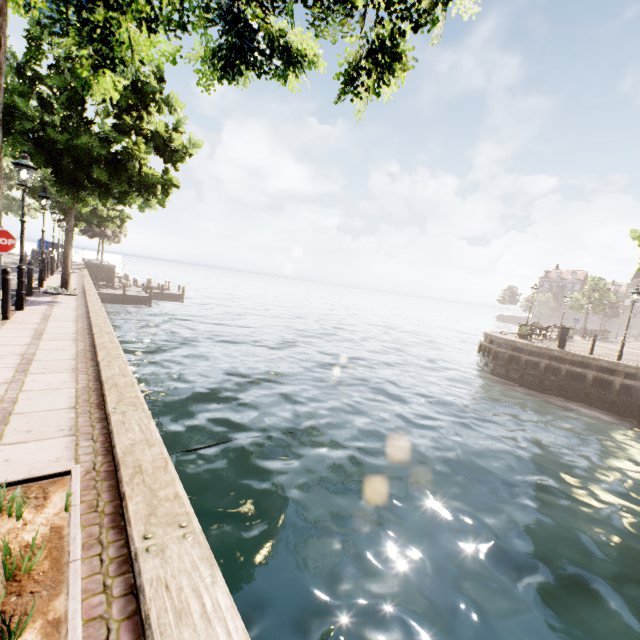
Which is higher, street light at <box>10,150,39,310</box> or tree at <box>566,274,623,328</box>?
tree at <box>566,274,623,328</box>

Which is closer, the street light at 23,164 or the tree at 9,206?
the tree at 9,206

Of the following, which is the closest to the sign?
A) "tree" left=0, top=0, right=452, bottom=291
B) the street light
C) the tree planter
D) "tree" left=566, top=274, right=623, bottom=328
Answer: the street light

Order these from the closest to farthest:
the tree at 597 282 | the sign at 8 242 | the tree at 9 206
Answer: the tree at 9 206 < the sign at 8 242 < the tree at 597 282

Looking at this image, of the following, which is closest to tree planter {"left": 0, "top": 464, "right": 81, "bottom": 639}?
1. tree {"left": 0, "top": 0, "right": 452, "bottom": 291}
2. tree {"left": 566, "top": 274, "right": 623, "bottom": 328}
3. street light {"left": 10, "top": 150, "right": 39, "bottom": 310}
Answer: tree {"left": 0, "top": 0, "right": 452, "bottom": 291}

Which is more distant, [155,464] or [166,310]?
[166,310]

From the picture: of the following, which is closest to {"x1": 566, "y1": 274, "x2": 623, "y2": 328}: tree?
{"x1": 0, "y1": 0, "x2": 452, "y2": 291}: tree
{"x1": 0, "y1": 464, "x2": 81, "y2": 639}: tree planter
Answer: {"x1": 0, "y1": 0, "x2": 452, "y2": 291}: tree

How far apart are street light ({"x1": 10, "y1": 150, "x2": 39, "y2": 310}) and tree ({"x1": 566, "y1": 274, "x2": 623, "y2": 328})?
52.8m
